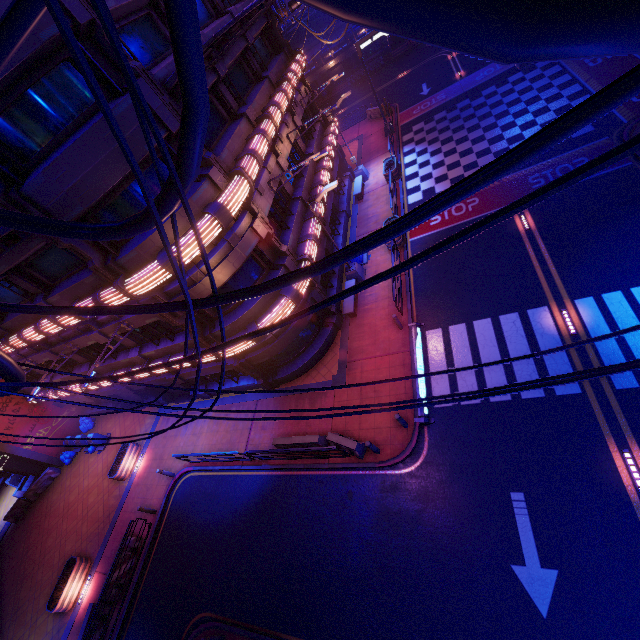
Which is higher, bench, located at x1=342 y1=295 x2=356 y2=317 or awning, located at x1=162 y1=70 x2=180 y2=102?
awning, located at x1=162 y1=70 x2=180 y2=102

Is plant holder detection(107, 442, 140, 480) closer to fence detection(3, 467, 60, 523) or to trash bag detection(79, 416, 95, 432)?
trash bag detection(79, 416, 95, 432)

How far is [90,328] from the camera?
15.3m

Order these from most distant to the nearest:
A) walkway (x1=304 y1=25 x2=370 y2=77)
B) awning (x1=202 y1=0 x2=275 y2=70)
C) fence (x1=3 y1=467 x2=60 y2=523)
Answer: walkway (x1=304 y1=25 x2=370 y2=77), fence (x1=3 y1=467 x2=60 y2=523), awning (x1=202 y1=0 x2=275 y2=70)

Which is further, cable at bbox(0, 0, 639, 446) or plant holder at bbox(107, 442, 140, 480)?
plant holder at bbox(107, 442, 140, 480)

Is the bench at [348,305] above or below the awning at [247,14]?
below

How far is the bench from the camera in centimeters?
1738cm

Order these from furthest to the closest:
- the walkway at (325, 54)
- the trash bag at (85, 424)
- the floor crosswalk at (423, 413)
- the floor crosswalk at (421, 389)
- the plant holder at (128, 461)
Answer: the walkway at (325, 54) < the trash bag at (85, 424) < the plant holder at (128, 461) < the floor crosswalk at (421, 389) < the floor crosswalk at (423, 413)
